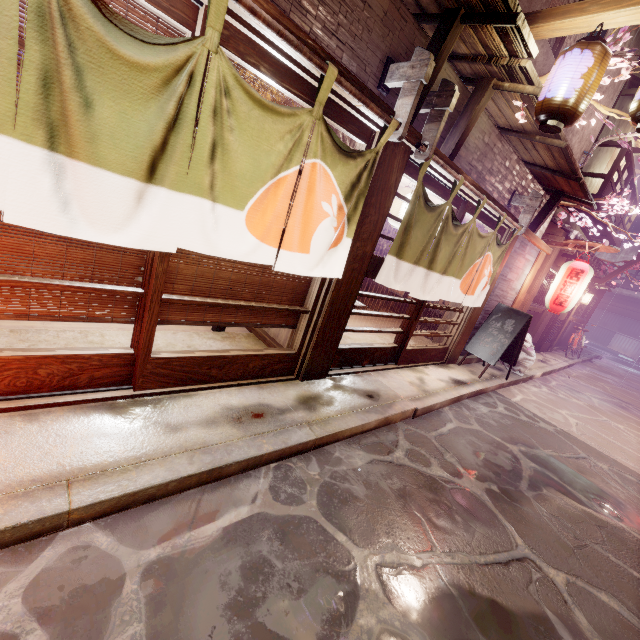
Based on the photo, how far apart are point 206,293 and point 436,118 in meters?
5.2 m

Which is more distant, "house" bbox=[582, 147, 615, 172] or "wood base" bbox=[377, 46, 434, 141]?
"house" bbox=[582, 147, 615, 172]

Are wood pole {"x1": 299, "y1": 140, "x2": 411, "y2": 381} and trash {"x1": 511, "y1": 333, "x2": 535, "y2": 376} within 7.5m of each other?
no

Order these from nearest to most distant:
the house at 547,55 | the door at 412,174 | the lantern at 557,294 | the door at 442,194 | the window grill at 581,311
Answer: the door at 412,174
the door at 442,194
the house at 547,55
the lantern at 557,294
the window grill at 581,311

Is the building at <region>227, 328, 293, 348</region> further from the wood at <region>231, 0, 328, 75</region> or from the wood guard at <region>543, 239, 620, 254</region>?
the wood guard at <region>543, 239, 620, 254</region>

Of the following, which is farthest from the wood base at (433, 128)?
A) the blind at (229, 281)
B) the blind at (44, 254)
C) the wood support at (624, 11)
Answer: the blind at (44, 254)

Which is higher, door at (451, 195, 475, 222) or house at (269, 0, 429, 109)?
house at (269, 0, 429, 109)

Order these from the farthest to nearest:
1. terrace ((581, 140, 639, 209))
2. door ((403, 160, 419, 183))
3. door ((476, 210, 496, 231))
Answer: terrace ((581, 140, 639, 209)), door ((476, 210, 496, 231)), door ((403, 160, 419, 183))
